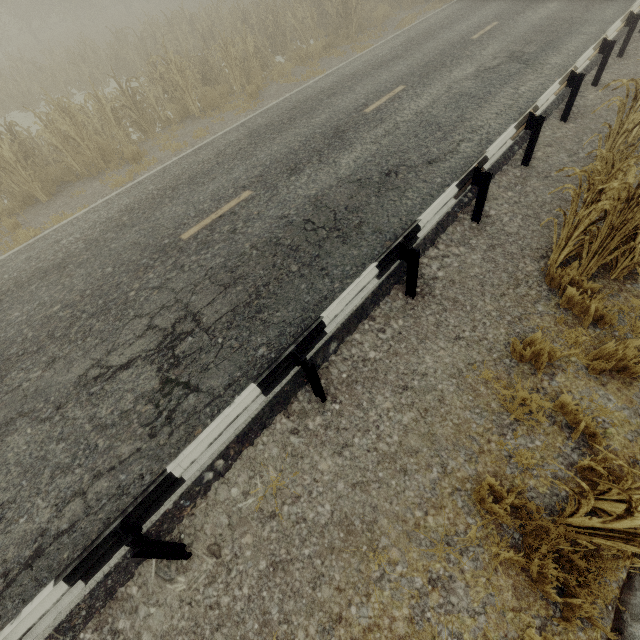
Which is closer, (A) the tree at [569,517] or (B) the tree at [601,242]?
(A) the tree at [569,517]

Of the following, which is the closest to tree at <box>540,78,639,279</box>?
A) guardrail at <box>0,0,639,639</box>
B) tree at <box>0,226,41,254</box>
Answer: guardrail at <box>0,0,639,639</box>

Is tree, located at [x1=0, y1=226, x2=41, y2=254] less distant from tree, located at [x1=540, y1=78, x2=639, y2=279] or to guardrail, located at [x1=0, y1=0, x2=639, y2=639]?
guardrail, located at [x1=0, y1=0, x2=639, y2=639]

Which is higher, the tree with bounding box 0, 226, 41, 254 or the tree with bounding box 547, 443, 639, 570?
the tree with bounding box 0, 226, 41, 254

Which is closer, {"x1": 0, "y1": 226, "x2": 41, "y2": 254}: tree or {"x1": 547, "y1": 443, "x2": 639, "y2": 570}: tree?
{"x1": 547, "y1": 443, "x2": 639, "y2": 570}: tree

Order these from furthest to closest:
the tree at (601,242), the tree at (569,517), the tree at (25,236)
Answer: the tree at (25,236), the tree at (601,242), the tree at (569,517)

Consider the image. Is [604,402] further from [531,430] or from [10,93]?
[10,93]
